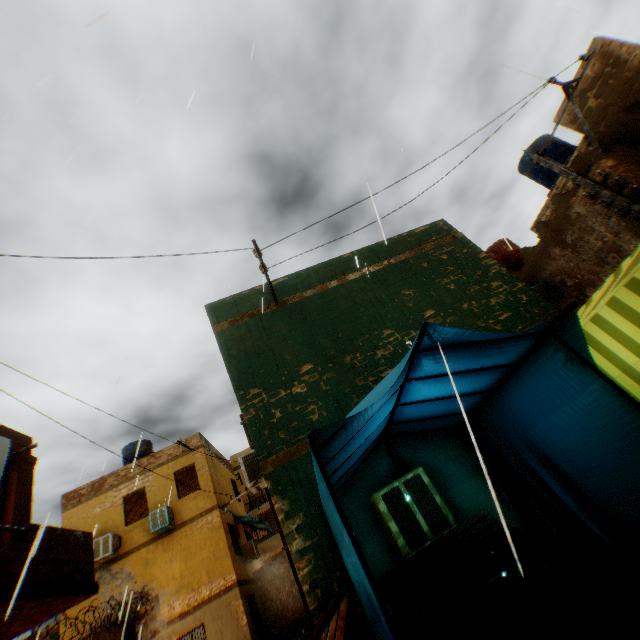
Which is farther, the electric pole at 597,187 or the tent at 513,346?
the electric pole at 597,187

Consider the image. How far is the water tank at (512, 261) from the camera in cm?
1354

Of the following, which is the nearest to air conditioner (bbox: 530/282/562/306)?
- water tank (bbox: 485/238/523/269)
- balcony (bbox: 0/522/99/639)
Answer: water tank (bbox: 485/238/523/269)

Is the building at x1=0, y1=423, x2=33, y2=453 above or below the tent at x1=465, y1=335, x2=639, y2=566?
above

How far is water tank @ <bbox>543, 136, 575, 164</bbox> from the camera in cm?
1224

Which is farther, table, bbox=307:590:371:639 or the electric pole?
the electric pole

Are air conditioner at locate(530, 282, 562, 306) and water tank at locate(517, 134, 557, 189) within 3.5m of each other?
no

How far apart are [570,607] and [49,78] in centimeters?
1167cm
